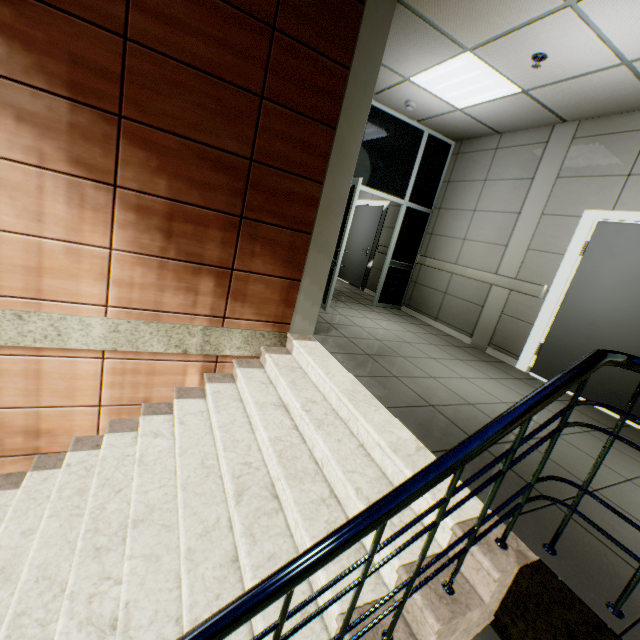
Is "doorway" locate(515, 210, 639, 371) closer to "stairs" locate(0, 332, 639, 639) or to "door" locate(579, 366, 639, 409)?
"door" locate(579, 366, 639, 409)

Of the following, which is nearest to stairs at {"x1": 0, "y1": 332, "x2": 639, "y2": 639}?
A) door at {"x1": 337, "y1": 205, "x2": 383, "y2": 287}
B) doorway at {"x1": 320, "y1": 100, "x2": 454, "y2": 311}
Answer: doorway at {"x1": 320, "y1": 100, "x2": 454, "y2": 311}

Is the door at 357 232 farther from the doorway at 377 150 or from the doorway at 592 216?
the doorway at 592 216

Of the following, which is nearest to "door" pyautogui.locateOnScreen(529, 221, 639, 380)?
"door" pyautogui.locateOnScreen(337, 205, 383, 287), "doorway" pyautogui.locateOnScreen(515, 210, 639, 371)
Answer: "doorway" pyautogui.locateOnScreen(515, 210, 639, 371)

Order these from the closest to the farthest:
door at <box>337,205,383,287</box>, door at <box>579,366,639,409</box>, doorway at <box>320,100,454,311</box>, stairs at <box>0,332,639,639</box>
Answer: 1. stairs at <box>0,332,639,639</box>
2. door at <box>579,366,639,409</box>
3. doorway at <box>320,100,454,311</box>
4. door at <box>337,205,383,287</box>

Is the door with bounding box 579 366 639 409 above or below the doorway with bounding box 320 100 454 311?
below

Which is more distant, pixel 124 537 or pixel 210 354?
pixel 210 354

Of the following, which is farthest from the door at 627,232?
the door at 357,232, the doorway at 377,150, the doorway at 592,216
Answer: the door at 357,232
